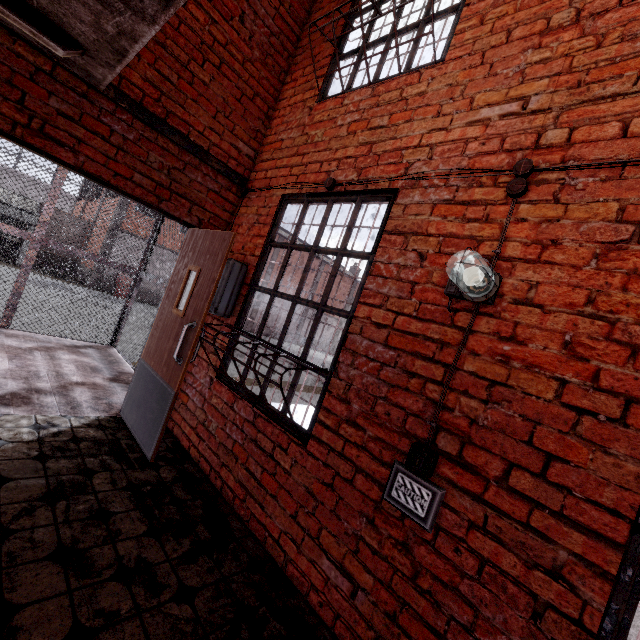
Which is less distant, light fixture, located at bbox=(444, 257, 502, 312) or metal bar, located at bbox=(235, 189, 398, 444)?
light fixture, located at bbox=(444, 257, 502, 312)

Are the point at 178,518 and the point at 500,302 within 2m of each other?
no

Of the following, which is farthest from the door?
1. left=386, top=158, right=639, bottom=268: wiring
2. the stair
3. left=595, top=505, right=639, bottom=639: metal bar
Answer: left=595, top=505, right=639, bottom=639: metal bar

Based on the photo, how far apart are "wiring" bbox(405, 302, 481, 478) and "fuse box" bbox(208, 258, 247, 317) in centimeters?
225cm

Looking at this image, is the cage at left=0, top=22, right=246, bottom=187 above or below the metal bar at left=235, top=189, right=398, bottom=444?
above

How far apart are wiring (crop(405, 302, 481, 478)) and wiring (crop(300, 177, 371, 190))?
1.12m

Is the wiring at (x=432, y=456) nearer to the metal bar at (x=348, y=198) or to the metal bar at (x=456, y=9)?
the metal bar at (x=348, y=198)

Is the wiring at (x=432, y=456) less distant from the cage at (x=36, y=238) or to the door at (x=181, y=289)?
the door at (x=181, y=289)
